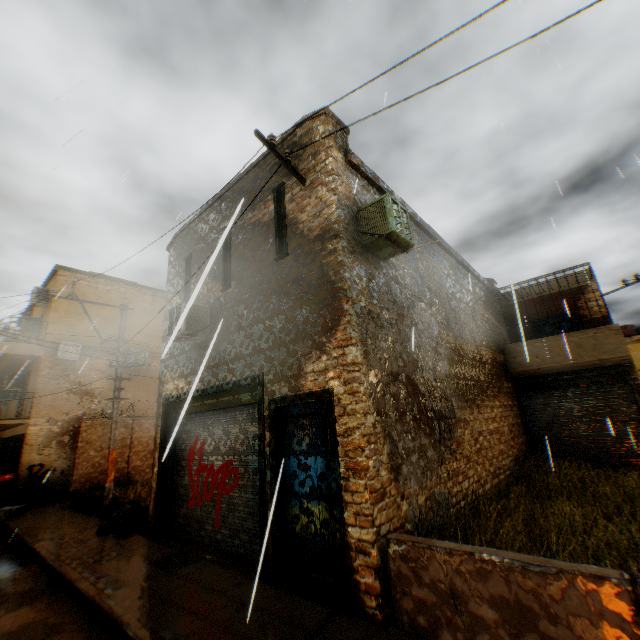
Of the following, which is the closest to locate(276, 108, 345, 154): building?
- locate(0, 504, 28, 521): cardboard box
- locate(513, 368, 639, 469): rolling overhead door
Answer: locate(513, 368, 639, 469): rolling overhead door

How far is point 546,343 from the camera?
12.1m

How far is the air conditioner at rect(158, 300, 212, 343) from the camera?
1.11m

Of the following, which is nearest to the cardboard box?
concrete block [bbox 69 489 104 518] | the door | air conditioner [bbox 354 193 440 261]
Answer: concrete block [bbox 69 489 104 518]

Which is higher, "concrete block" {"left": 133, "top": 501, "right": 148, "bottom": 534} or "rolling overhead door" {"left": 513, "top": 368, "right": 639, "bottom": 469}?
"rolling overhead door" {"left": 513, "top": 368, "right": 639, "bottom": 469}

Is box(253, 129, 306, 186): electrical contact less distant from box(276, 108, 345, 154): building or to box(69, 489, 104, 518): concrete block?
box(276, 108, 345, 154): building

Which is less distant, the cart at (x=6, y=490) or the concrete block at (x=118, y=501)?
the concrete block at (x=118, y=501)

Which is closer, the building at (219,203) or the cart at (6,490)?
the building at (219,203)
